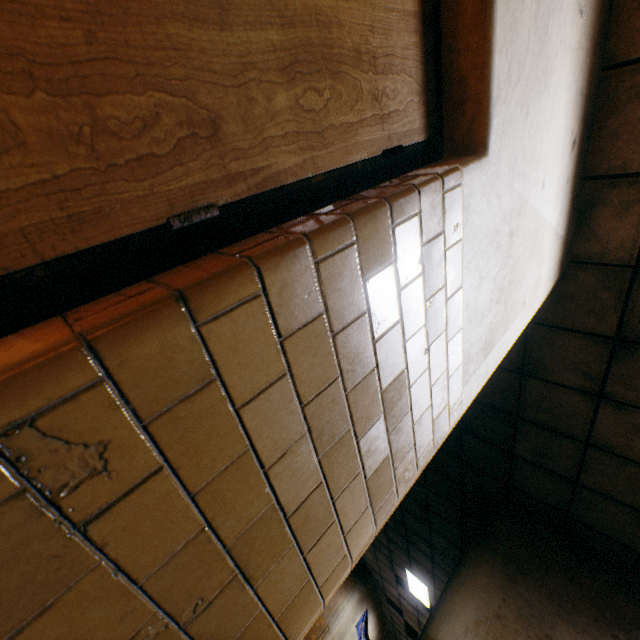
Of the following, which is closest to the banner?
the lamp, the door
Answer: the lamp

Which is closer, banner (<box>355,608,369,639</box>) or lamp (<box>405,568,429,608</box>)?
lamp (<box>405,568,429,608</box>)

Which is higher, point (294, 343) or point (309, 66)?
point (309, 66)

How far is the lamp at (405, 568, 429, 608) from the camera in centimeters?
847cm

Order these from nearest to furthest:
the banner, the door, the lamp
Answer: the door → the lamp → the banner

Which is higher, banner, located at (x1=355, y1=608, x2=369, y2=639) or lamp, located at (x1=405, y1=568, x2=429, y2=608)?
lamp, located at (x1=405, y1=568, x2=429, y2=608)

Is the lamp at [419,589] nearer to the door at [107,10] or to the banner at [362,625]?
the banner at [362,625]
